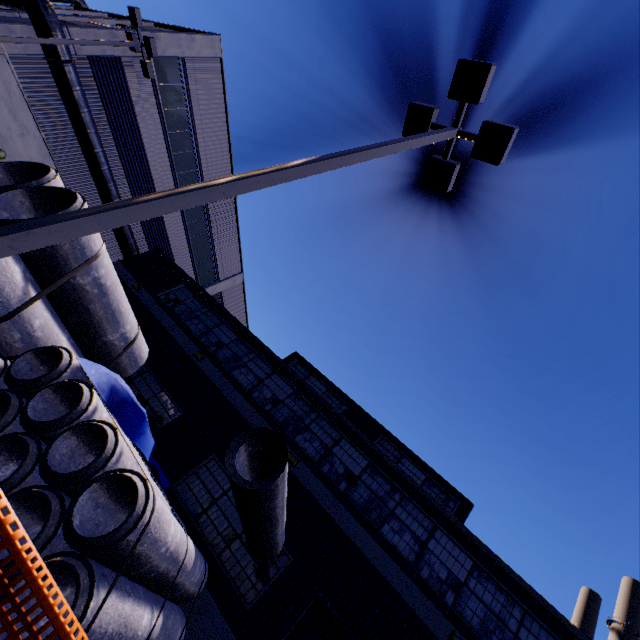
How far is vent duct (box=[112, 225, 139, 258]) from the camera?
18.52m

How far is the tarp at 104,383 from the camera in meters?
Result: 6.6

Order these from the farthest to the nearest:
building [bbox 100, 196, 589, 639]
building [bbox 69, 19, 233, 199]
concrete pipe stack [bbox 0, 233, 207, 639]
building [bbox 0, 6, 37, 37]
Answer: building [bbox 69, 19, 233, 199] < building [bbox 0, 6, 37, 37] < building [bbox 100, 196, 589, 639] < concrete pipe stack [bbox 0, 233, 207, 639]

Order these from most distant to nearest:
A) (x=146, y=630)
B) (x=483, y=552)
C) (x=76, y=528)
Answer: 1. (x=483, y=552)
2. (x=146, y=630)
3. (x=76, y=528)

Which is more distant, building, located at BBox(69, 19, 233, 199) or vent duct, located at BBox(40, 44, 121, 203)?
building, located at BBox(69, 19, 233, 199)

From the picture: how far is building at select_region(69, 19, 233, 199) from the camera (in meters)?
15.72

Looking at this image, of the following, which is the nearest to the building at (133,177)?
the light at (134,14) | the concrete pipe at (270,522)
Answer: the concrete pipe at (270,522)

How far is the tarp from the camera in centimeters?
659cm
